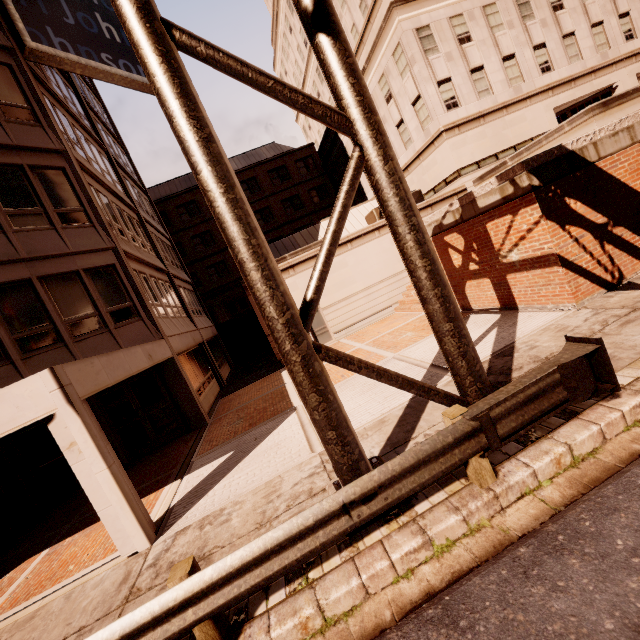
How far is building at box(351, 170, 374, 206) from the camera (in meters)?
29.09

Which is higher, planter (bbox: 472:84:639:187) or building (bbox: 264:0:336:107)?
building (bbox: 264:0:336:107)

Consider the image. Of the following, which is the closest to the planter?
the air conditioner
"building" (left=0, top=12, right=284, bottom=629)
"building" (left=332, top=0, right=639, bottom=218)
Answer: "building" (left=332, top=0, right=639, bottom=218)

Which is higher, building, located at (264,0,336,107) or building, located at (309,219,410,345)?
building, located at (264,0,336,107)

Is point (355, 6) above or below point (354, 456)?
above

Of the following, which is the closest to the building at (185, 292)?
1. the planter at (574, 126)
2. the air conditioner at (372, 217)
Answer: the air conditioner at (372, 217)

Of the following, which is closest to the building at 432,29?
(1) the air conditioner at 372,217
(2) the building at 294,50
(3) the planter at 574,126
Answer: (1) the air conditioner at 372,217

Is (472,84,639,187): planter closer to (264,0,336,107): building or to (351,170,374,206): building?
(351,170,374,206): building
